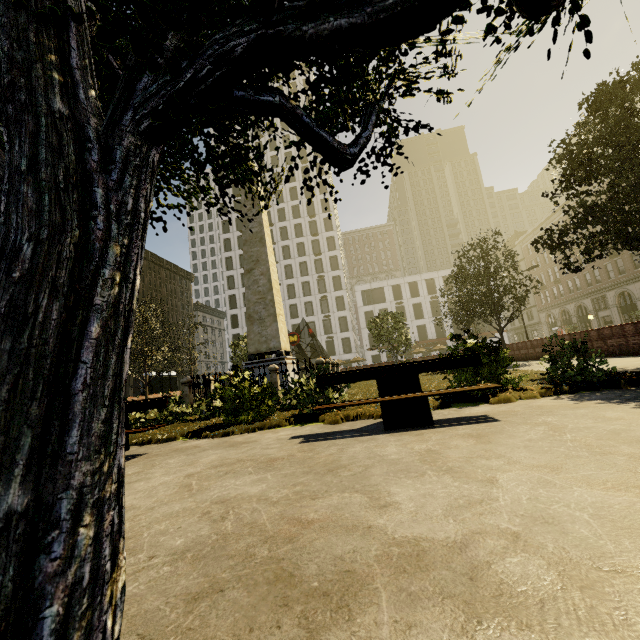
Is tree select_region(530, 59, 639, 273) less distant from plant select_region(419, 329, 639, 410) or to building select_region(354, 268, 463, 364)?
plant select_region(419, 329, 639, 410)

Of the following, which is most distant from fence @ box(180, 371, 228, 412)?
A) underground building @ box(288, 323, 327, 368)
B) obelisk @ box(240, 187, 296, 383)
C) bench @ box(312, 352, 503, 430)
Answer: underground building @ box(288, 323, 327, 368)

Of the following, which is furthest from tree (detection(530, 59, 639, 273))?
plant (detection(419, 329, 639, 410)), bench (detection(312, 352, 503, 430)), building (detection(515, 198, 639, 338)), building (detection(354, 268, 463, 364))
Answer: building (detection(354, 268, 463, 364))

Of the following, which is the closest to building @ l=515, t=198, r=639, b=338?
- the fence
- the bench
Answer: the bench

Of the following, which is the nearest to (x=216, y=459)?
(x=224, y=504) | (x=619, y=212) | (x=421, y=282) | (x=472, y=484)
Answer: (x=224, y=504)

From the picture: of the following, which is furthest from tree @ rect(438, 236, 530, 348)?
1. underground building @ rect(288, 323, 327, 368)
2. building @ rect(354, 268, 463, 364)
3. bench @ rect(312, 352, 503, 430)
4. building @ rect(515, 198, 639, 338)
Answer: building @ rect(354, 268, 463, 364)

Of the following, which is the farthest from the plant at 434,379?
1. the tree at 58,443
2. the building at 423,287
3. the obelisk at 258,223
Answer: the building at 423,287

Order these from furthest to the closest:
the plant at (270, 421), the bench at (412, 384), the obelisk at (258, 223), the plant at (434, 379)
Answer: the obelisk at (258, 223) → the plant at (270, 421) → the plant at (434, 379) → the bench at (412, 384)
